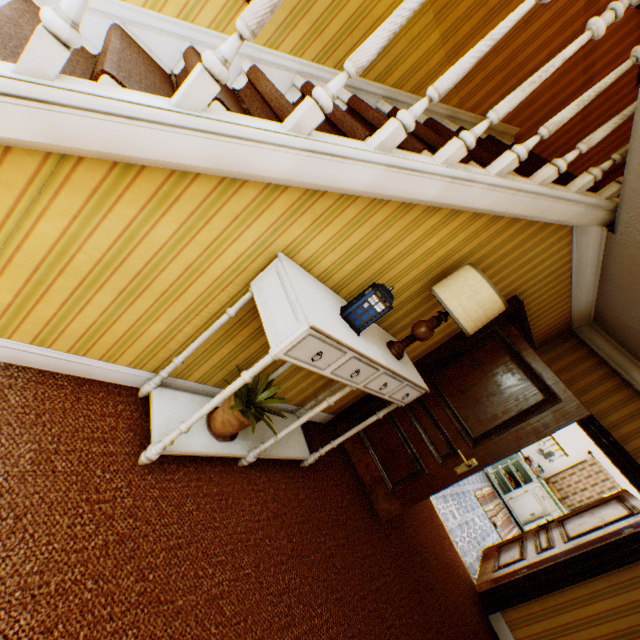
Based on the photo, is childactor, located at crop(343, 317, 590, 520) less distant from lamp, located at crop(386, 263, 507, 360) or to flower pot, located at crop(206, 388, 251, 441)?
lamp, located at crop(386, 263, 507, 360)

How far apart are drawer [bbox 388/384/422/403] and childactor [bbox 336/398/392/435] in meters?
1.0

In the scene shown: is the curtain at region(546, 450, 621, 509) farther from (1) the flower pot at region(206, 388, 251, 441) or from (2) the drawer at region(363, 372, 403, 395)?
(1) the flower pot at region(206, 388, 251, 441)

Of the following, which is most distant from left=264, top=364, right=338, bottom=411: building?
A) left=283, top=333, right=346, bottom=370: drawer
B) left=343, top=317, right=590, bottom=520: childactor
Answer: left=283, top=333, right=346, bottom=370: drawer

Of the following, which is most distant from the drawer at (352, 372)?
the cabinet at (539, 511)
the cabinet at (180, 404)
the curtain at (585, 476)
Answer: the curtain at (585, 476)

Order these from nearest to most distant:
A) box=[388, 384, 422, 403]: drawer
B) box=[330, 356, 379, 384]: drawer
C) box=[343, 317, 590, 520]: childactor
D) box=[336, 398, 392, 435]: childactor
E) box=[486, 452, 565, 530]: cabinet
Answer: box=[330, 356, 379, 384]: drawer < box=[388, 384, 422, 403]: drawer < box=[343, 317, 590, 520]: childactor < box=[336, 398, 392, 435]: childactor < box=[486, 452, 565, 530]: cabinet

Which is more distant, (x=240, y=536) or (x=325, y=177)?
(x=240, y=536)

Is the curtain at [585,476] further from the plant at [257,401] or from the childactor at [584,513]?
the plant at [257,401]
